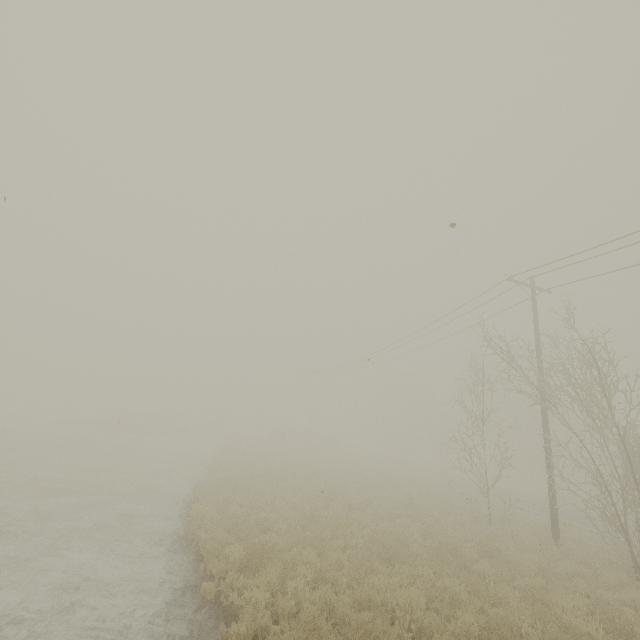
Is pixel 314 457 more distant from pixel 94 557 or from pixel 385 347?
pixel 94 557
